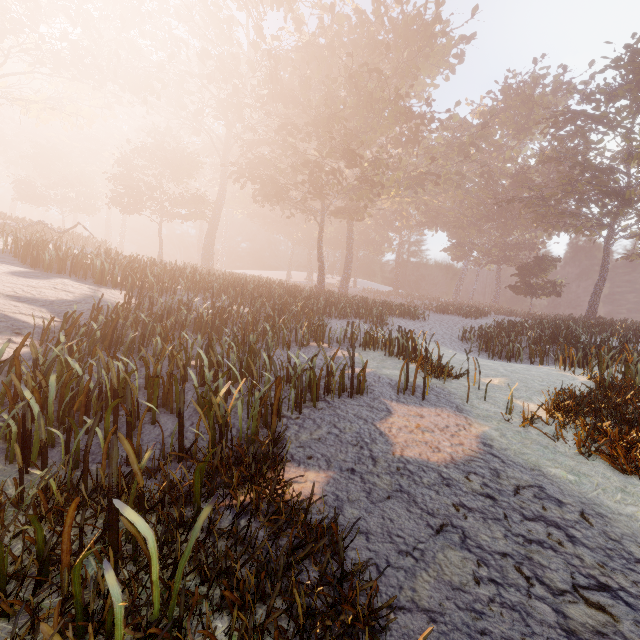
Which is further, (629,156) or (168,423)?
(629,156)
